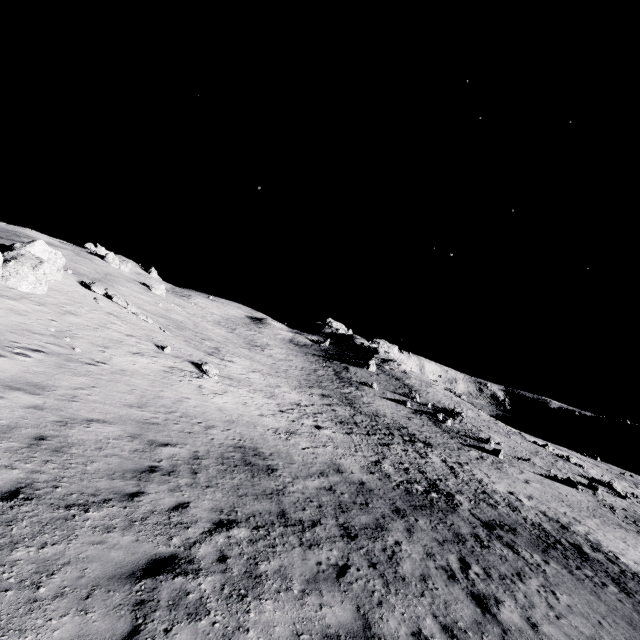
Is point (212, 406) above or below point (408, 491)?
above
